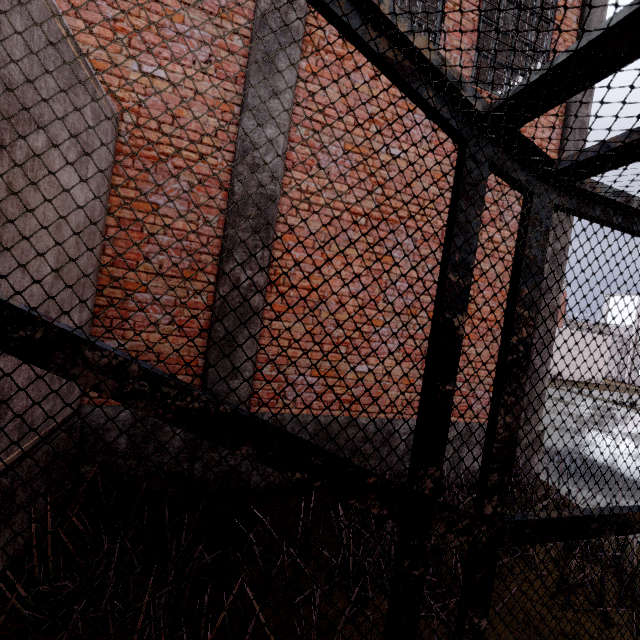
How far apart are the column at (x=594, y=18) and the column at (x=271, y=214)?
4.3 meters

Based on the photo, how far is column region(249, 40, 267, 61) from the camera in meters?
3.7

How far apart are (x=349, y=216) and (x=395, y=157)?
3.2 meters

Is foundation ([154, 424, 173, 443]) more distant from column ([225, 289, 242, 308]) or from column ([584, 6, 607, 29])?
column ([584, 6, 607, 29])

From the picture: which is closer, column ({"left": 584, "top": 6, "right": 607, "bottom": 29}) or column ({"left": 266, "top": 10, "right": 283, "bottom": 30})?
column ({"left": 266, "top": 10, "right": 283, "bottom": 30})

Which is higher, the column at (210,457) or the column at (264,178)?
the column at (264,178)

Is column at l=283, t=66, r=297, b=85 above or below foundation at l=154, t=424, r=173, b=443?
above

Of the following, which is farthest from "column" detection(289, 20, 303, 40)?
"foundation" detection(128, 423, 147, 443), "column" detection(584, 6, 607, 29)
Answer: "column" detection(584, 6, 607, 29)
